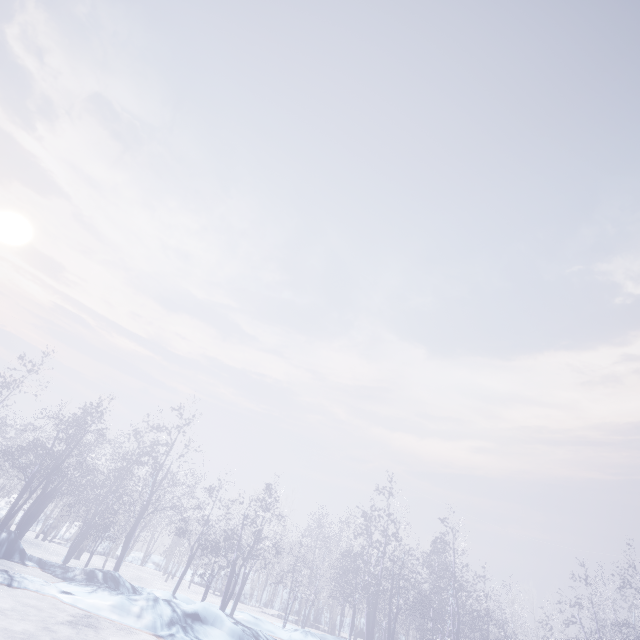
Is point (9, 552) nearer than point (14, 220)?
Yes
